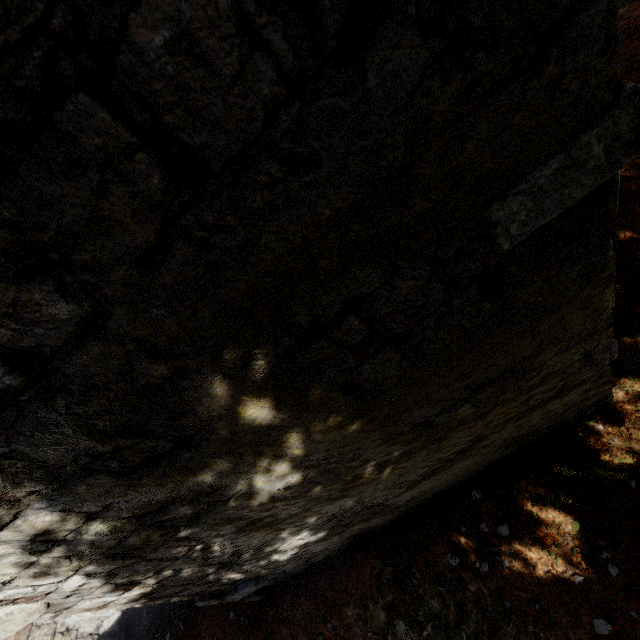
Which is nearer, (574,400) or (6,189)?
(6,189)
